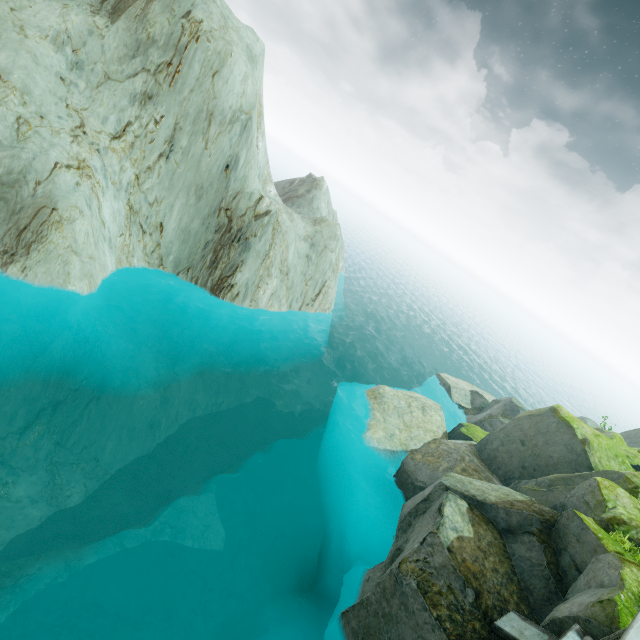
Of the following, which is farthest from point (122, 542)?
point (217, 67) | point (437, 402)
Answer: point (437, 402)
